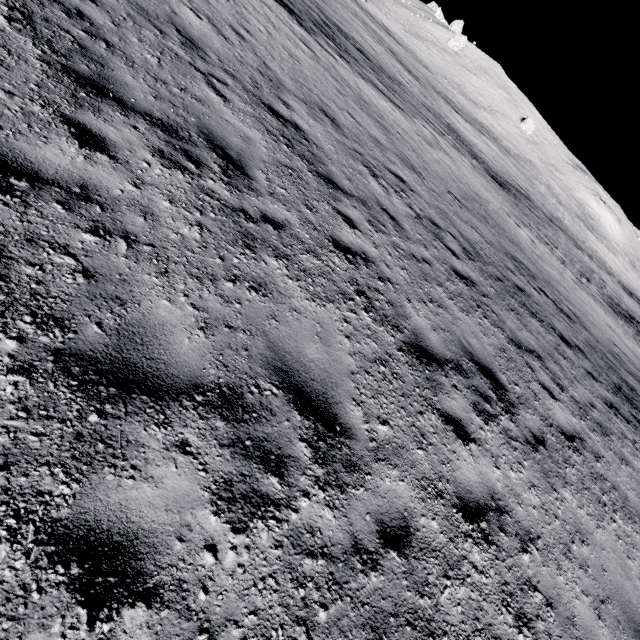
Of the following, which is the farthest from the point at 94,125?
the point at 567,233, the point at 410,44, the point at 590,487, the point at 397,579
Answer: the point at 410,44
